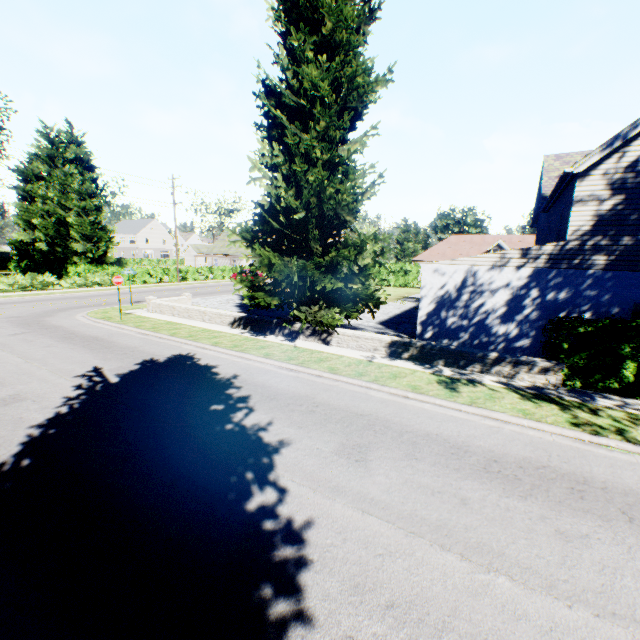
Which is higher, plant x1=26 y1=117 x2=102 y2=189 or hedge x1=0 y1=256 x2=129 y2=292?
plant x1=26 y1=117 x2=102 y2=189

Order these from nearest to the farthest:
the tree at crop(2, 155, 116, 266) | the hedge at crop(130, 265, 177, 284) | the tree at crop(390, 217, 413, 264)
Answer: the hedge at crop(130, 265, 177, 284) → the tree at crop(2, 155, 116, 266) → the tree at crop(390, 217, 413, 264)

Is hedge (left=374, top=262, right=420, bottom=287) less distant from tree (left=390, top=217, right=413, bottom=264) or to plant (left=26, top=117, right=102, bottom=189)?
tree (left=390, top=217, right=413, bottom=264)

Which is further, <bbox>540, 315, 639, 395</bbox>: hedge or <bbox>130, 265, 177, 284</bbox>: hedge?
<bbox>130, 265, 177, 284</bbox>: hedge

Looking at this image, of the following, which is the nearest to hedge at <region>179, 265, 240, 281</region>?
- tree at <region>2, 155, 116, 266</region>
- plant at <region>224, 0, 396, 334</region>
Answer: tree at <region>2, 155, 116, 266</region>

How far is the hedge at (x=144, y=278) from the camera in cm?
3397

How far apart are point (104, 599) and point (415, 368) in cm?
927

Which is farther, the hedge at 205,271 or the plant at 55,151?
the plant at 55,151
